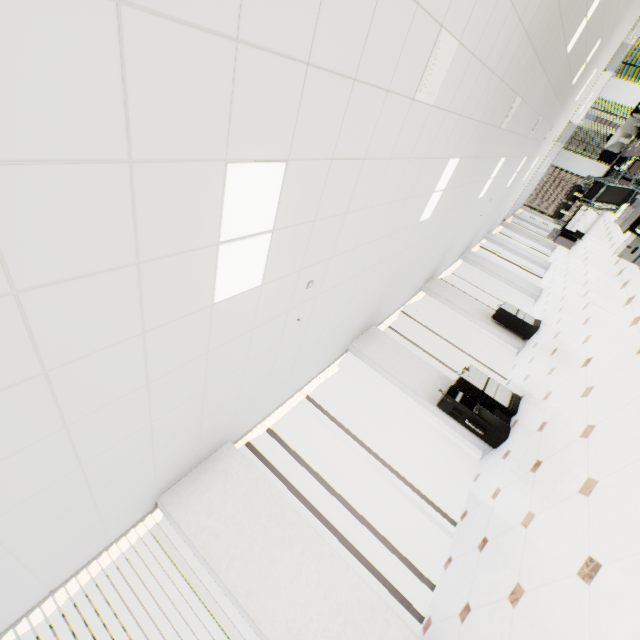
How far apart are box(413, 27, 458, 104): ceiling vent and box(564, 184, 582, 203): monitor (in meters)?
10.98

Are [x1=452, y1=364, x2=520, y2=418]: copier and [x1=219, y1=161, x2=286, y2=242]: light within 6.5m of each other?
yes

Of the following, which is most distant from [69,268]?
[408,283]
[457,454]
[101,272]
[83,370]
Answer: [408,283]

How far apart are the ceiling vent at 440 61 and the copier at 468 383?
4.34m

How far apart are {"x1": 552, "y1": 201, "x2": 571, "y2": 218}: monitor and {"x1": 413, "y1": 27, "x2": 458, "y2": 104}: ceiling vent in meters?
11.1

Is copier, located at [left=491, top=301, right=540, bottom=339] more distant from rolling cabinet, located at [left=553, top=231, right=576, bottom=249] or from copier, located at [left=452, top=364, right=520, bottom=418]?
rolling cabinet, located at [left=553, top=231, right=576, bottom=249]

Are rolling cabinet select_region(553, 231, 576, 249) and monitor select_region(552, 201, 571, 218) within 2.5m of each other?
yes

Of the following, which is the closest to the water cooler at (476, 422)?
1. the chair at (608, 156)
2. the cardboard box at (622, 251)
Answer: the cardboard box at (622, 251)
